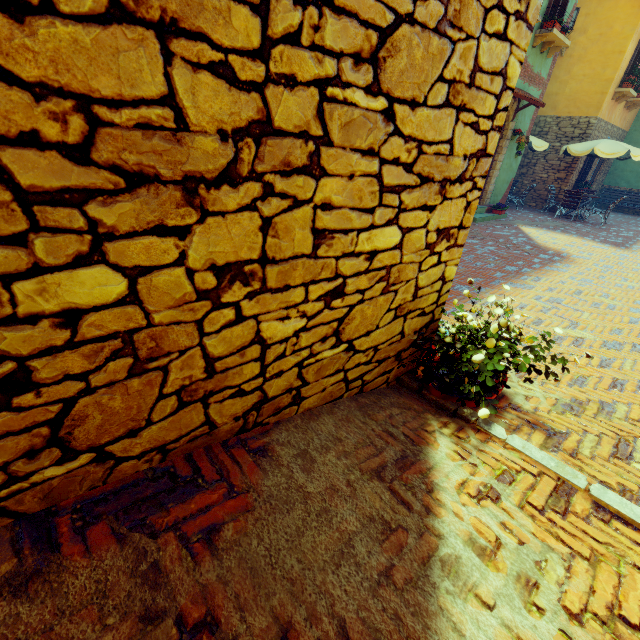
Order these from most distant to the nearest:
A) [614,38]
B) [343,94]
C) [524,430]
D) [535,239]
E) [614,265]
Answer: [614,38]
[535,239]
[614,265]
[524,430]
[343,94]

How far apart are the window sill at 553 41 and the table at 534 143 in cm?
284

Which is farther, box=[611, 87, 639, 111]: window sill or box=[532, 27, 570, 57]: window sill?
box=[611, 87, 639, 111]: window sill

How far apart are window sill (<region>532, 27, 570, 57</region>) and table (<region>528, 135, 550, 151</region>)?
2.8m

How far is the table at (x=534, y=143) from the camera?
12.5m

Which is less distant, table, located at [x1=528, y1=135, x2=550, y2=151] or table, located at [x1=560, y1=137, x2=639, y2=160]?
table, located at [x1=560, y1=137, x2=639, y2=160]

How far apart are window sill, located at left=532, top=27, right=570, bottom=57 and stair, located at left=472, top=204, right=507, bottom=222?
4.29m

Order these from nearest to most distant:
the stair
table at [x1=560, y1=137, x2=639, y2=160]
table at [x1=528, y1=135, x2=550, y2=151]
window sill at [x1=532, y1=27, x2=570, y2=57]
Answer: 1. window sill at [x1=532, y1=27, x2=570, y2=57]
2. the stair
3. table at [x1=560, y1=137, x2=639, y2=160]
4. table at [x1=528, y1=135, x2=550, y2=151]
